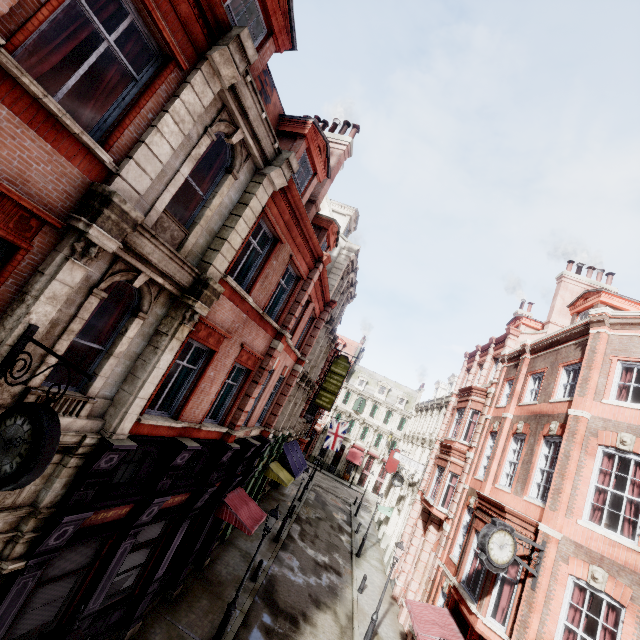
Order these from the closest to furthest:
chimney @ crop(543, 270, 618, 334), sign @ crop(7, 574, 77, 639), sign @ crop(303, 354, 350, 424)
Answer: sign @ crop(7, 574, 77, 639) → chimney @ crop(543, 270, 618, 334) → sign @ crop(303, 354, 350, 424)

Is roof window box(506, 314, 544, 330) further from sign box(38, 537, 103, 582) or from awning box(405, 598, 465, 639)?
sign box(38, 537, 103, 582)

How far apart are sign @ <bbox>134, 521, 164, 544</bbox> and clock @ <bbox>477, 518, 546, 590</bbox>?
9.76m

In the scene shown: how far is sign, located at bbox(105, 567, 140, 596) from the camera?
9.0 meters

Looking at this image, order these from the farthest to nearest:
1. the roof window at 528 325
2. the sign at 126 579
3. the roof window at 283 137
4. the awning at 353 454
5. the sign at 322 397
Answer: the awning at 353 454, the sign at 322 397, the roof window at 528 325, the roof window at 283 137, the sign at 126 579

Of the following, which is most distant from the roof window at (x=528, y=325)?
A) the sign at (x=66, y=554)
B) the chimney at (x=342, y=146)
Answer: the sign at (x=66, y=554)

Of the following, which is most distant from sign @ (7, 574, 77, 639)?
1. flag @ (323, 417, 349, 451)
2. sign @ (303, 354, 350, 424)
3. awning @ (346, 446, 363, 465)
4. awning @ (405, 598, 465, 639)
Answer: awning @ (346, 446, 363, 465)

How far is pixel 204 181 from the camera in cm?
754
